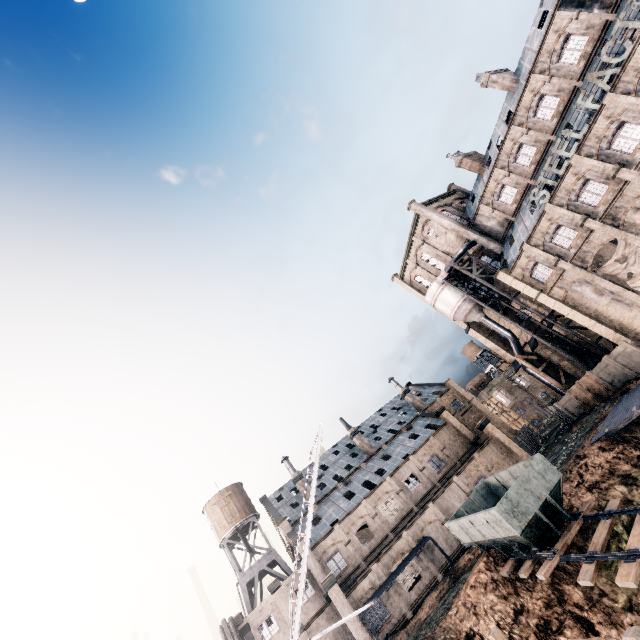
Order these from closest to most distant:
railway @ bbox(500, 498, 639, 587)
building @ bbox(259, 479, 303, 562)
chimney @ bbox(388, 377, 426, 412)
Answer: railway @ bbox(500, 498, 639, 587) → building @ bbox(259, 479, 303, 562) → chimney @ bbox(388, 377, 426, 412)

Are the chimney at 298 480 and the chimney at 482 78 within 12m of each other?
no

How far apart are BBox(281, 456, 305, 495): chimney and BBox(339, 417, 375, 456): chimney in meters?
9.5

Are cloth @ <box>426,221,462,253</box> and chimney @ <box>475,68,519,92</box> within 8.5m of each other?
no

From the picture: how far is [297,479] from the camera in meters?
46.6

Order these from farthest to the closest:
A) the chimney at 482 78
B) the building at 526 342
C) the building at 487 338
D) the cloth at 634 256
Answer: the building at 487 338 < the building at 526 342 < the chimney at 482 78 < the cloth at 634 256

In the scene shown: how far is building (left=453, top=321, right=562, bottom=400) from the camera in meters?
44.3

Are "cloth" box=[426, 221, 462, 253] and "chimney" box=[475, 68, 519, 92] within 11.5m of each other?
no
